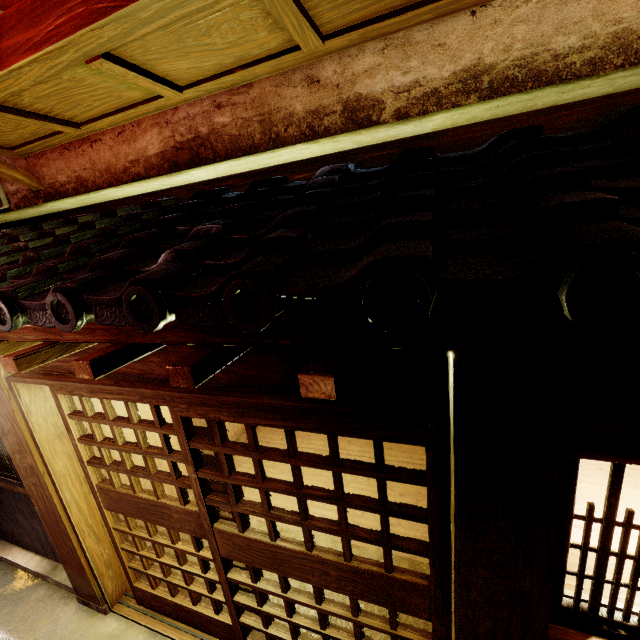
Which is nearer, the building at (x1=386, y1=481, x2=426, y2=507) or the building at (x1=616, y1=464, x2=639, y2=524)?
the building at (x1=616, y1=464, x2=639, y2=524)

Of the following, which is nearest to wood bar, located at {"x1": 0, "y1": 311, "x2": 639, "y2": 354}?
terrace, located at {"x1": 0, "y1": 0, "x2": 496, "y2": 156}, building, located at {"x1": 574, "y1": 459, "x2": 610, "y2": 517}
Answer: building, located at {"x1": 574, "y1": 459, "x2": 610, "y2": 517}

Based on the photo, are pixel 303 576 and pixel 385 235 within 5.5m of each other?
yes

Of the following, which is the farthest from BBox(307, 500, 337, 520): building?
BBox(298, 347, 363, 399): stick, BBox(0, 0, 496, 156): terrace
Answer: BBox(0, 0, 496, 156): terrace

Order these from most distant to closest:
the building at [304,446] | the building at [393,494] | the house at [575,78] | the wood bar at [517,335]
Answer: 1. the building at [304,446]
2. the building at [393,494]
3. the house at [575,78]
4. the wood bar at [517,335]

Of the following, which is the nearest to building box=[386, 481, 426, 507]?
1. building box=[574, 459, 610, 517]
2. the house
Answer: building box=[574, 459, 610, 517]

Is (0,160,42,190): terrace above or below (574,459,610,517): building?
above

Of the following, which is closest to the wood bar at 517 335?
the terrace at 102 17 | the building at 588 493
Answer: the building at 588 493
